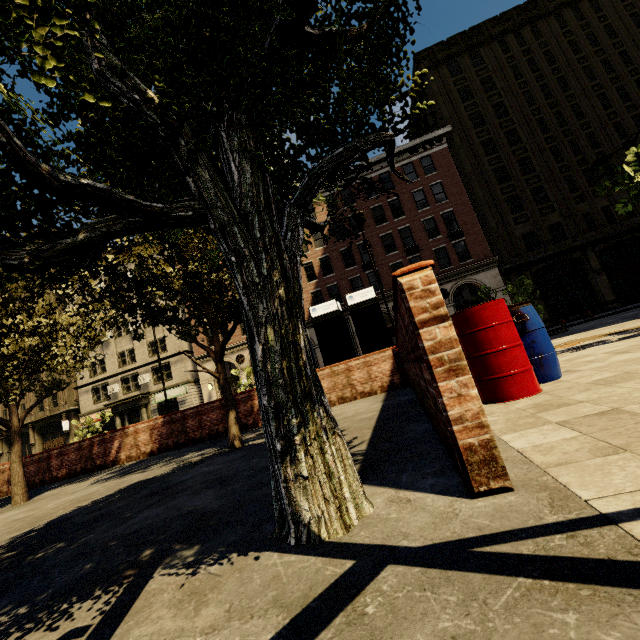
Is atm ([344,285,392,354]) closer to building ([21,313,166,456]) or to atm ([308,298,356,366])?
atm ([308,298,356,366])

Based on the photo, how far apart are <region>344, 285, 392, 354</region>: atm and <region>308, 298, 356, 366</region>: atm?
0.2 meters

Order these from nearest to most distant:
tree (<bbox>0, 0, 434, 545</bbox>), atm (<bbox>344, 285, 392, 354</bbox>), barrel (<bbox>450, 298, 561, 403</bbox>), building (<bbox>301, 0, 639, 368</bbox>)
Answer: tree (<bbox>0, 0, 434, 545</bbox>), barrel (<bbox>450, 298, 561, 403</bbox>), atm (<bbox>344, 285, 392, 354</bbox>), building (<bbox>301, 0, 639, 368</bbox>)

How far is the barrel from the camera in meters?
3.6 m

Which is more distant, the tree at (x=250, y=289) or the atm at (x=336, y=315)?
the atm at (x=336, y=315)

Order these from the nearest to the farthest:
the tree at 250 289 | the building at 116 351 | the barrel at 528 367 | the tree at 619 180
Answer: the tree at 250 289 < the barrel at 528 367 < the tree at 619 180 < the building at 116 351

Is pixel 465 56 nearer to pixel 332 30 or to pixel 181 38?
pixel 332 30

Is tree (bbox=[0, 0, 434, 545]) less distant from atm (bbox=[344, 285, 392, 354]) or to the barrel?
the barrel
